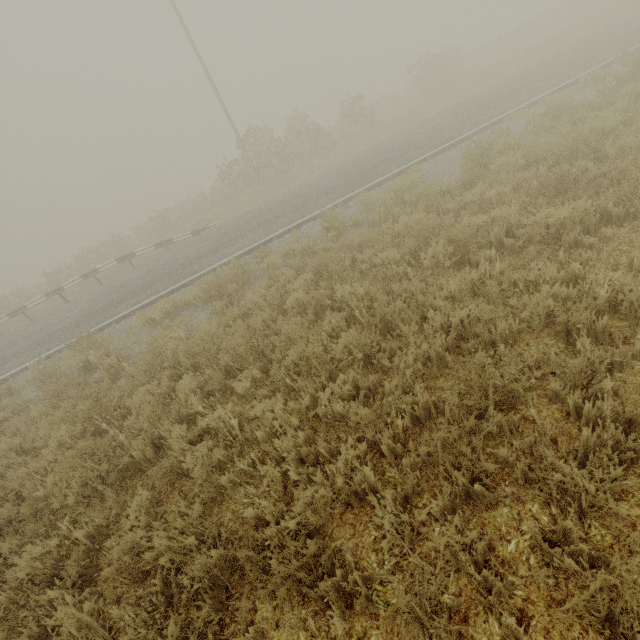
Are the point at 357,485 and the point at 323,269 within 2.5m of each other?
no
